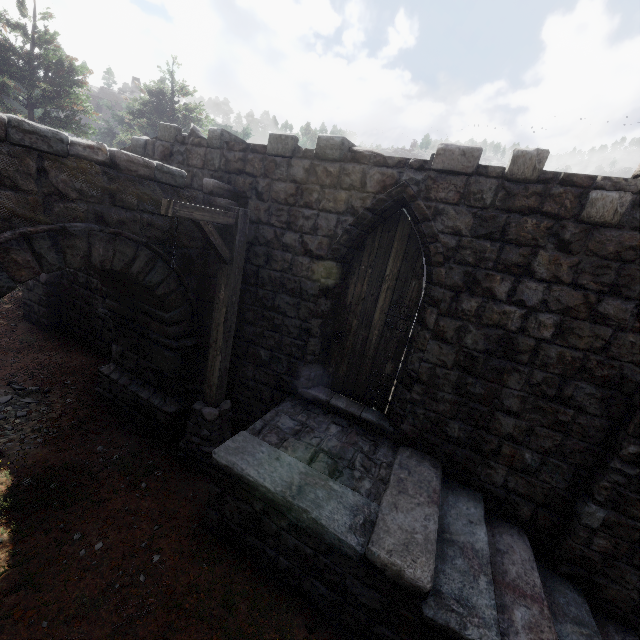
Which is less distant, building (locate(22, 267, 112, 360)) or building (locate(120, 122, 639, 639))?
building (locate(120, 122, 639, 639))

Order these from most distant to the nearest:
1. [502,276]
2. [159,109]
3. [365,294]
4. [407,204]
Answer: [159,109] → [365,294] → [407,204] → [502,276]

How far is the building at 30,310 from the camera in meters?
8.8

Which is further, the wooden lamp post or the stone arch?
the wooden lamp post

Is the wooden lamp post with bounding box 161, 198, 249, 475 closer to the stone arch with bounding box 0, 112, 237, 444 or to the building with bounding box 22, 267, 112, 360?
the stone arch with bounding box 0, 112, 237, 444

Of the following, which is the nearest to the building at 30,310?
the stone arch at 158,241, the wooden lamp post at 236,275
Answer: the stone arch at 158,241

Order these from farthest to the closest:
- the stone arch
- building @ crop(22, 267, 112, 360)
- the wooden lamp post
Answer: building @ crop(22, 267, 112, 360)
the wooden lamp post
the stone arch

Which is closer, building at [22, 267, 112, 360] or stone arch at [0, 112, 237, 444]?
stone arch at [0, 112, 237, 444]
